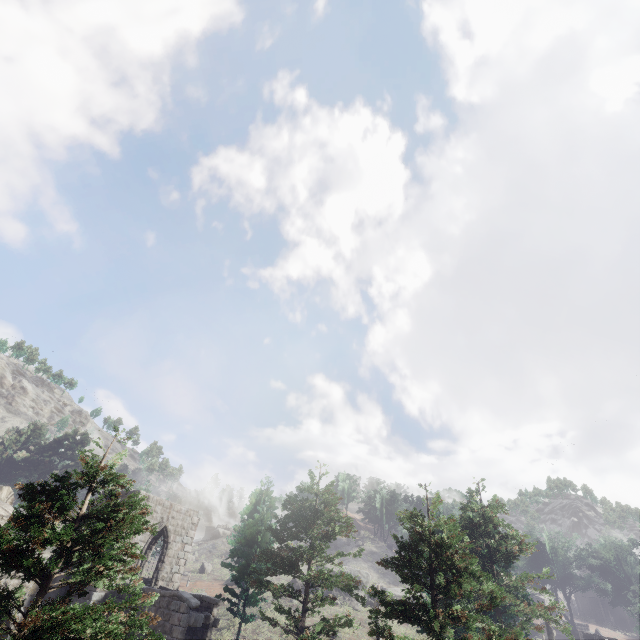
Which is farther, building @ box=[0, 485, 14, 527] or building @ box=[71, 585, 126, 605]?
building @ box=[71, 585, 126, 605]

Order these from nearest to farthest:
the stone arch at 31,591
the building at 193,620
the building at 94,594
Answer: the building at 193,620, the stone arch at 31,591, the building at 94,594

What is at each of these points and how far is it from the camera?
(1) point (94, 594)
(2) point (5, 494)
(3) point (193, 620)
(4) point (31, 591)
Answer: (1) building, 17.39m
(2) building, 6.47m
(3) building, 16.23m
(4) stone arch, 17.05m

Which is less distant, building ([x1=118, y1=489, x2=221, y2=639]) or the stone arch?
building ([x1=118, y1=489, x2=221, y2=639])

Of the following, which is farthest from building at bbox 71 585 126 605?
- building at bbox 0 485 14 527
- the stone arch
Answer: building at bbox 0 485 14 527

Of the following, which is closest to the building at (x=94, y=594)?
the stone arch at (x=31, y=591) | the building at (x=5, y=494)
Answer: the stone arch at (x=31, y=591)

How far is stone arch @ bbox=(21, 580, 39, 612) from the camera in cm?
1675
